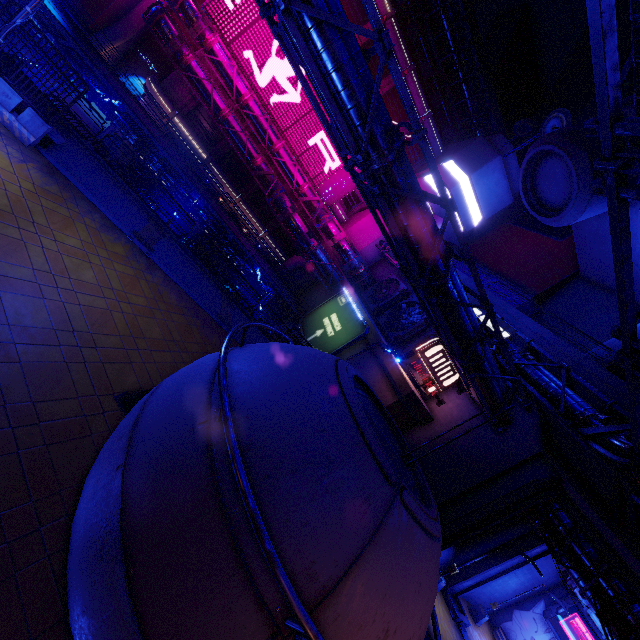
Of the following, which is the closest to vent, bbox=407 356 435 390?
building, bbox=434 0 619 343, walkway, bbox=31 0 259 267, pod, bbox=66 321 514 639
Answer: building, bbox=434 0 619 343

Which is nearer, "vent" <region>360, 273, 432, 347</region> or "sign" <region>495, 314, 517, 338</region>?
"sign" <region>495, 314, 517, 338</region>

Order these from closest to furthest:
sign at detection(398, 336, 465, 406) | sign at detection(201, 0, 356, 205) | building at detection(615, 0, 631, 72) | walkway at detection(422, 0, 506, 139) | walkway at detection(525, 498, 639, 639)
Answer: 1. walkway at detection(525, 498, 639, 639)
2. sign at detection(398, 336, 465, 406)
3. sign at detection(201, 0, 356, 205)
4. building at detection(615, 0, 631, 72)
5. walkway at detection(422, 0, 506, 139)

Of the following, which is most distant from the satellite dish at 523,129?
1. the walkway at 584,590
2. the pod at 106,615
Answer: the pod at 106,615

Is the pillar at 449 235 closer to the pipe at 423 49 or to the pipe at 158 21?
the pipe at 158 21

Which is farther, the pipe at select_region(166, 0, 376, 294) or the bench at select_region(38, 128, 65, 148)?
the pipe at select_region(166, 0, 376, 294)

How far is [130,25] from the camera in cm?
3603

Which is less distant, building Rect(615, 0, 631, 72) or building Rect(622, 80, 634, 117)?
building Rect(622, 80, 634, 117)
